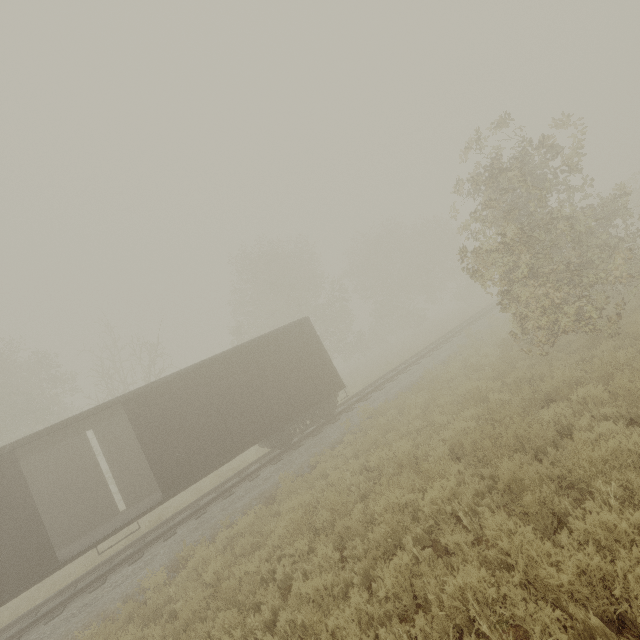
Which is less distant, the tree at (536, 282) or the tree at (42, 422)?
the tree at (536, 282)

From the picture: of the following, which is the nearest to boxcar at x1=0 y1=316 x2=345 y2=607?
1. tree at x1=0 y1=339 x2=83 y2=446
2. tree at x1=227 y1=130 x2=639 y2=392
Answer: tree at x1=227 y1=130 x2=639 y2=392

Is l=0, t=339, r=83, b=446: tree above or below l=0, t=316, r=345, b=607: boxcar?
above

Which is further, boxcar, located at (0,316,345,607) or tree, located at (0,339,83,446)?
tree, located at (0,339,83,446)

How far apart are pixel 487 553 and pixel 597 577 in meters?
1.3

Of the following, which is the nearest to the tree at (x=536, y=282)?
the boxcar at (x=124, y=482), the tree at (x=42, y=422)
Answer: the tree at (x=42, y=422)
